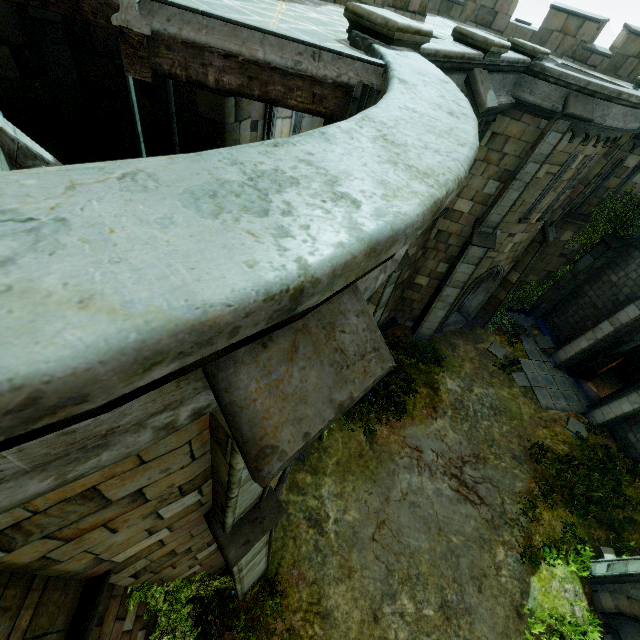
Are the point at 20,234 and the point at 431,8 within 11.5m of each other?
no

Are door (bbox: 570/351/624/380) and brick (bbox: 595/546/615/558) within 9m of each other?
yes

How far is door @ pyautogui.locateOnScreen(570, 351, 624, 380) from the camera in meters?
14.3

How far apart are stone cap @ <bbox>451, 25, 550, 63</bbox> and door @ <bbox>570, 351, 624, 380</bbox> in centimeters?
1359cm

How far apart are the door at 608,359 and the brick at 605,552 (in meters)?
7.46

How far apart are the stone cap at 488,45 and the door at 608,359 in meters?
13.6

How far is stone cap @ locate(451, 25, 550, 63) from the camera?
6.21m

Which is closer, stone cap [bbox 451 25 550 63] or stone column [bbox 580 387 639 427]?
stone cap [bbox 451 25 550 63]
